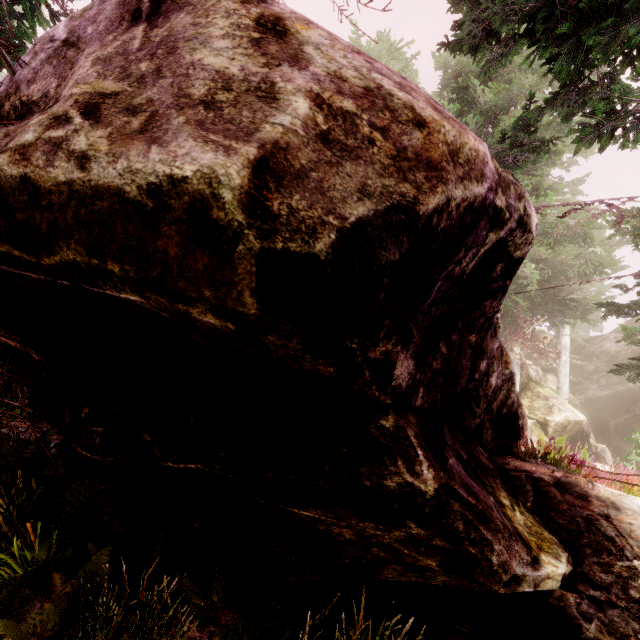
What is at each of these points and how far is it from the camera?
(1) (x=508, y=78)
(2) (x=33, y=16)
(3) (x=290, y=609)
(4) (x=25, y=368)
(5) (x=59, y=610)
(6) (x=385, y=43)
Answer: (1) instancedfoliageactor, 15.76m
(2) instancedfoliageactor, 6.68m
(3) instancedfoliageactor, 3.74m
(4) rock, 3.25m
(5) instancedfoliageactor, 2.90m
(6) instancedfoliageactor, 13.91m

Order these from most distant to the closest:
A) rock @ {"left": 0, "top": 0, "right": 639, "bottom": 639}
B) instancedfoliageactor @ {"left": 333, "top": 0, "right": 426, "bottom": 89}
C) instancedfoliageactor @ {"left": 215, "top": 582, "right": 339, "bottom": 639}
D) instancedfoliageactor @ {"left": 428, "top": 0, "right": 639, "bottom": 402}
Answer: instancedfoliageactor @ {"left": 333, "top": 0, "right": 426, "bottom": 89} → instancedfoliageactor @ {"left": 428, "top": 0, "right": 639, "bottom": 402} → instancedfoliageactor @ {"left": 215, "top": 582, "right": 339, "bottom": 639} → rock @ {"left": 0, "top": 0, "right": 639, "bottom": 639}

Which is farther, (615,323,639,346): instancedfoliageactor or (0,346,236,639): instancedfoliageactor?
(615,323,639,346): instancedfoliageactor

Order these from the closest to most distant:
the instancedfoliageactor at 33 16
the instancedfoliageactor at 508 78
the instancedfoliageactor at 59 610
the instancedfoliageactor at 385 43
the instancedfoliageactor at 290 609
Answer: the instancedfoliageactor at 33 16 < the instancedfoliageactor at 59 610 < the instancedfoliageactor at 290 609 < the instancedfoliageactor at 508 78 < the instancedfoliageactor at 385 43

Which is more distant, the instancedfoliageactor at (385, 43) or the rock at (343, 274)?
the instancedfoliageactor at (385, 43)

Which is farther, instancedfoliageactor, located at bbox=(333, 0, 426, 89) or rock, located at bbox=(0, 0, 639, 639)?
instancedfoliageactor, located at bbox=(333, 0, 426, 89)
